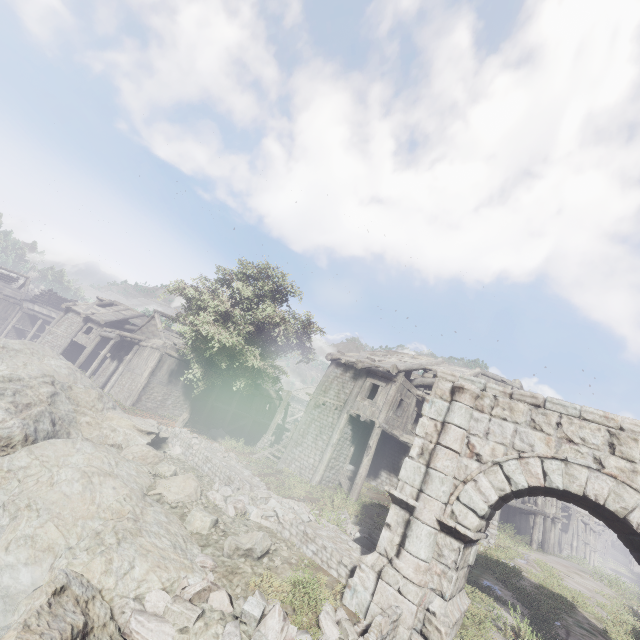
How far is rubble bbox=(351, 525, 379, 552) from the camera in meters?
11.1

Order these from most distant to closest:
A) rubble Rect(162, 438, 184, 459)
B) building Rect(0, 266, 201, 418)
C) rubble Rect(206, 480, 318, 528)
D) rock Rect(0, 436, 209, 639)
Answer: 1. building Rect(0, 266, 201, 418)
2. rubble Rect(162, 438, 184, 459)
3. rubble Rect(206, 480, 318, 528)
4. rock Rect(0, 436, 209, 639)

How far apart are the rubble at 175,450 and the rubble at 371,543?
8.0m

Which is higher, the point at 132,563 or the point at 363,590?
the point at 363,590

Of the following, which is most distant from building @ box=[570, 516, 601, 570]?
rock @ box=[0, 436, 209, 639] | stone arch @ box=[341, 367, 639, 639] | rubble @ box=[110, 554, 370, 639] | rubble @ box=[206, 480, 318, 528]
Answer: rubble @ box=[110, 554, 370, 639]

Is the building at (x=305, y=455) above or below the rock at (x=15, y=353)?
above

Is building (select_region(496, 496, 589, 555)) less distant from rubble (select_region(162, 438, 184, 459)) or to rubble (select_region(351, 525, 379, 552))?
rubble (select_region(351, 525, 379, 552))

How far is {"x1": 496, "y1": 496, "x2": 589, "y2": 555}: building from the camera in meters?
21.9 m
